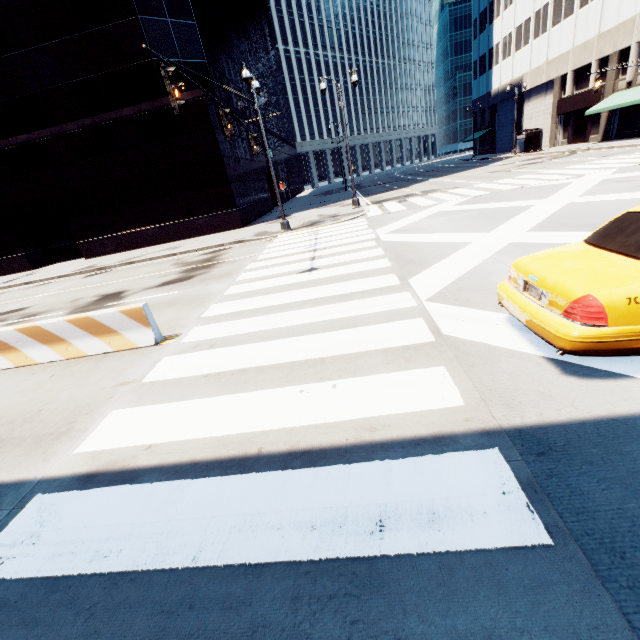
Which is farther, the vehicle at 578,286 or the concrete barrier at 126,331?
the concrete barrier at 126,331

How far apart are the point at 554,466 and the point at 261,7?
67.5m

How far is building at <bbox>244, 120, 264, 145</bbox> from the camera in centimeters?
2968cm

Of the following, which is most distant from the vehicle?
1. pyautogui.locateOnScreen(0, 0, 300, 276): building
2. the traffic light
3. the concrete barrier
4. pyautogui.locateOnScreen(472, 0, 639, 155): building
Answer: pyautogui.locateOnScreen(472, 0, 639, 155): building

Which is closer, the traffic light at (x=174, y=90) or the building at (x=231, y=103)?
the traffic light at (x=174, y=90)

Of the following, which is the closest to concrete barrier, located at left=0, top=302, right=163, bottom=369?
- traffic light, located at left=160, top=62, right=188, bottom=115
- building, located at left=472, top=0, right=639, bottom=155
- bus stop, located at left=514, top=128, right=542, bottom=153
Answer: traffic light, located at left=160, top=62, right=188, bottom=115

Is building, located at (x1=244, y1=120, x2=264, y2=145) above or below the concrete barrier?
above

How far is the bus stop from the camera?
35.0 meters
